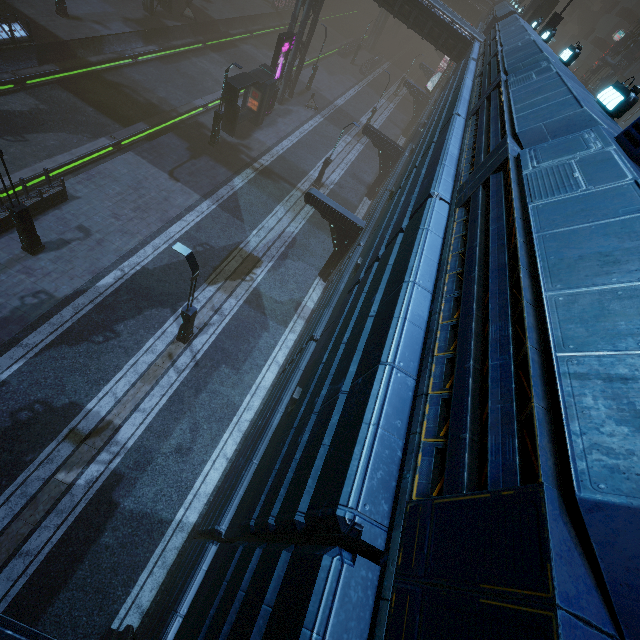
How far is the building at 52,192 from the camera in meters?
14.7 m

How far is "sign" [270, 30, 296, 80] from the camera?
24.2m

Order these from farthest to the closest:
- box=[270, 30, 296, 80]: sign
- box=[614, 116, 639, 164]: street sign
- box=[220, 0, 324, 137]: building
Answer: box=[270, 30, 296, 80]: sign < box=[220, 0, 324, 137]: building < box=[614, 116, 639, 164]: street sign

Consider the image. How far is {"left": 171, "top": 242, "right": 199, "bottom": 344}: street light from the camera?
10.8m

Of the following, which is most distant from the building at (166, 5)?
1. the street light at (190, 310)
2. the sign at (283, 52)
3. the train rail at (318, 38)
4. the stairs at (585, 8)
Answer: the street light at (190, 310)

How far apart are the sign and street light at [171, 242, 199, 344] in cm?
2268

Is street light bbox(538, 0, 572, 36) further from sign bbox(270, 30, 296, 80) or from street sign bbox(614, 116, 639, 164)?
street sign bbox(614, 116, 639, 164)

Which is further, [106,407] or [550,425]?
[106,407]
